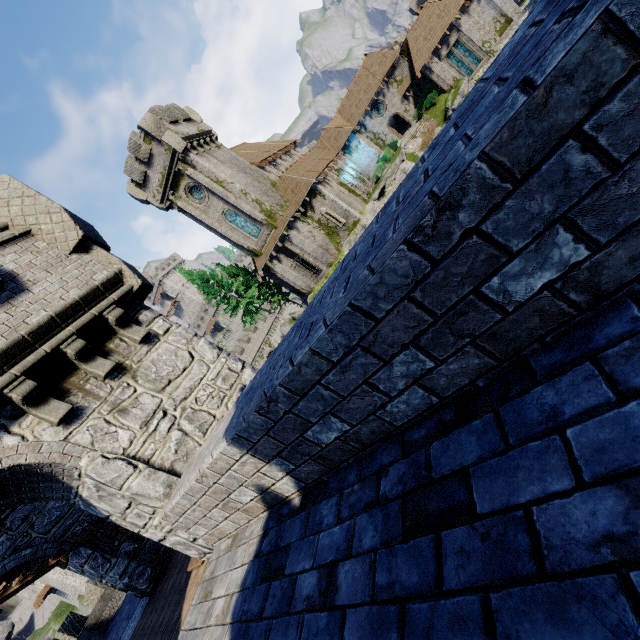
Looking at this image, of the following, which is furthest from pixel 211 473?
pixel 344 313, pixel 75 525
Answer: pixel 75 525

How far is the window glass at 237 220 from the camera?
30.48m

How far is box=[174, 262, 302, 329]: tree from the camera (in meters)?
33.94

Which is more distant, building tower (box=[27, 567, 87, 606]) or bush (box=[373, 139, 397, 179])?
bush (box=[373, 139, 397, 179])

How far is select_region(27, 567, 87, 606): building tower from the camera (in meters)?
32.94

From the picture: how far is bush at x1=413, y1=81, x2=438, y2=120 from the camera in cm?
3628

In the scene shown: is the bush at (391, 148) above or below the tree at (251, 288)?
below

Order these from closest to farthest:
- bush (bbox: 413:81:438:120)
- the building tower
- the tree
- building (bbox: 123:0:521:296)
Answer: building (bbox: 123:0:521:296)
the building tower
the tree
bush (bbox: 413:81:438:120)
